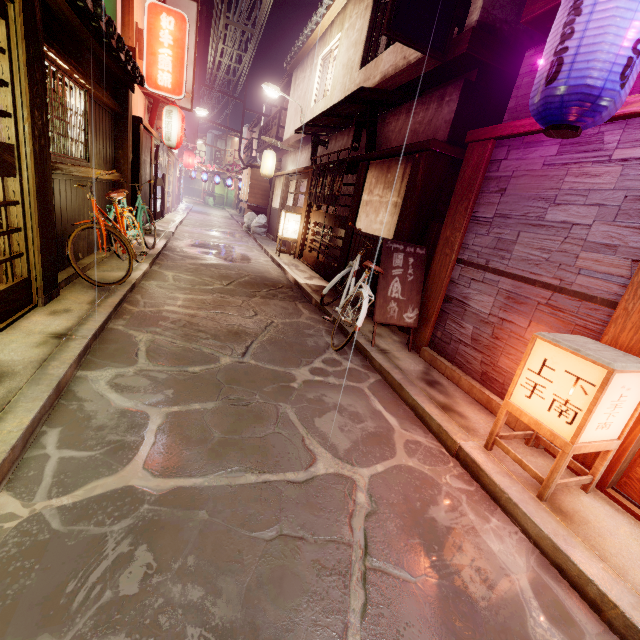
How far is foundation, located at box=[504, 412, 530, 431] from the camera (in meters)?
5.64

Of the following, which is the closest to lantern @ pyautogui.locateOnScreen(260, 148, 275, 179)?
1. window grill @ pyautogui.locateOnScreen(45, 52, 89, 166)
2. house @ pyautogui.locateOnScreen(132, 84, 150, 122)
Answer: house @ pyautogui.locateOnScreen(132, 84, 150, 122)

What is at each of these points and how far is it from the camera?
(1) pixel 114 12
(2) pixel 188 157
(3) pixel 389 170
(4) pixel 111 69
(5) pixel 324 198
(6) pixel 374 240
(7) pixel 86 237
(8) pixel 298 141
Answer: (1) vent, 12.78m
(2) lantern, 38.03m
(3) house, 10.88m
(4) wood bar, 10.08m
(5) flag, 15.74m
(6) foundation, 11.45m
(7) foundation, 10.11m
(8) house, 23.50m

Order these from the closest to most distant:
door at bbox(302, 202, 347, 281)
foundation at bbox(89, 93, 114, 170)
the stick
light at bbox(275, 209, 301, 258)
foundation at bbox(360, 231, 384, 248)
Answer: the stick
foundation at bbox(89, 93, 114, 170)
foundation at bbox(360, 231, 384, 248)
door at bbox(302, 202, 347, 281)
light at bbox(275, 209, 301, 258)

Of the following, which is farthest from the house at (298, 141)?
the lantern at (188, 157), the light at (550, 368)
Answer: the lantern at (188, 157)

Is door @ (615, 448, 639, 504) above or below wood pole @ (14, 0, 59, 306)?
below

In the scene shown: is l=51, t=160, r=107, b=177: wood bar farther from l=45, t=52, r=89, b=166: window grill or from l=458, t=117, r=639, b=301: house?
l=458, t=117, r=639, b=301: house

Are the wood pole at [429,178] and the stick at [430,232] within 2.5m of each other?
yes
